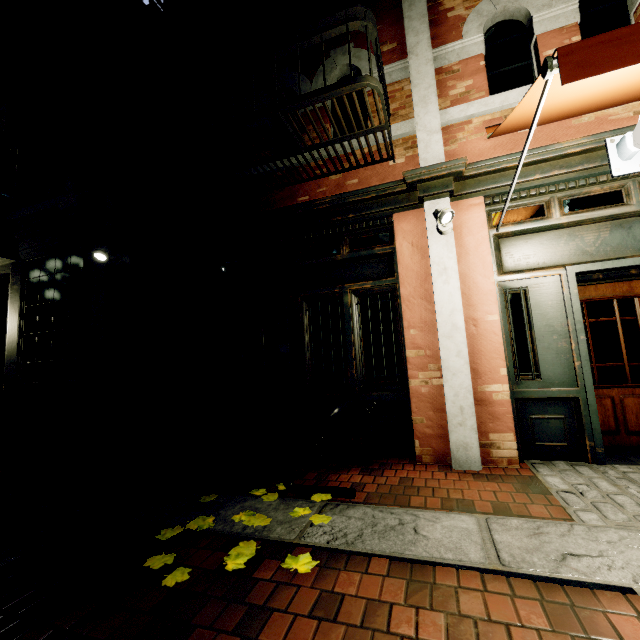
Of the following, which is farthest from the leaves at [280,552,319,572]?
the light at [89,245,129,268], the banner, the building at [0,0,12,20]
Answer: the banner

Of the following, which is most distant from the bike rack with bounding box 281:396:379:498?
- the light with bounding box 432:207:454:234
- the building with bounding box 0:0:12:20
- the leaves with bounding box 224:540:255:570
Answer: the light with bounding box 432:207:454:234

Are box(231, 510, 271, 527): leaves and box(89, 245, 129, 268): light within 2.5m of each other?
no

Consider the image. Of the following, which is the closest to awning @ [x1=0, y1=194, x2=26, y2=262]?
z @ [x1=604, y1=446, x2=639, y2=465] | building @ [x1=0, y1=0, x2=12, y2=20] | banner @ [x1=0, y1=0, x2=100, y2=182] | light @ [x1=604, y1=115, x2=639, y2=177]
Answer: building @ [x1=0, y1=0, x2=12, y2=20]

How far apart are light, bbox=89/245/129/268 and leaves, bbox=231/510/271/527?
3.3m

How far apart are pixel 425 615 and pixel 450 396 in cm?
229

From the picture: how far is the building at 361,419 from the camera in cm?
416

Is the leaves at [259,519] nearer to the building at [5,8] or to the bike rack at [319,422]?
the bike rack at [319,422]
